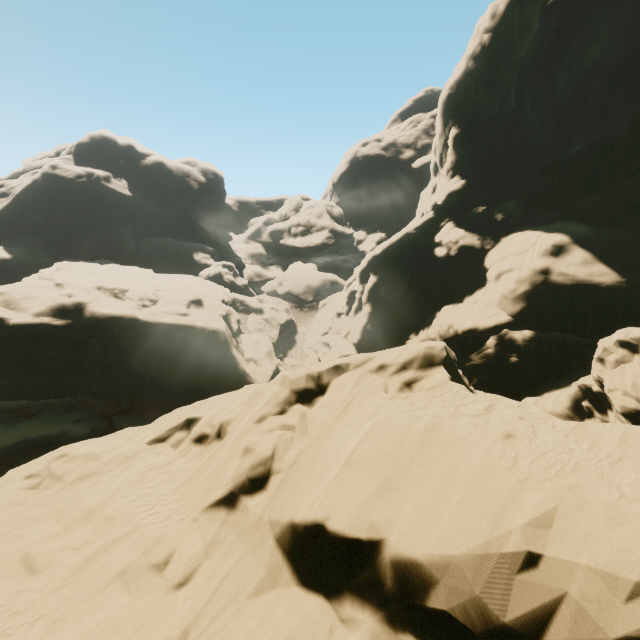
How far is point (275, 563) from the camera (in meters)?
7.16
